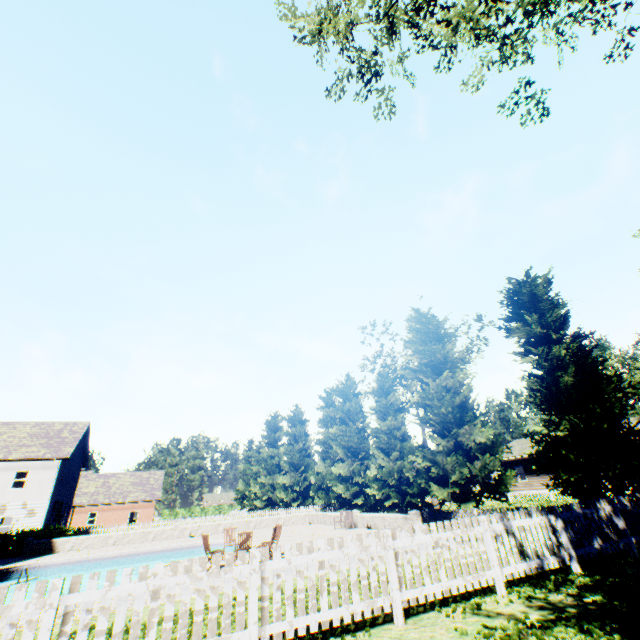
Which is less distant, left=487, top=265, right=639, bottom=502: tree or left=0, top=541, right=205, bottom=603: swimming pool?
left=487, top=265, right=639, bottom=502: tree

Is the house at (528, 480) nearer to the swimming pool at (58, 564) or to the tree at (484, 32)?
the tree at (484, 32)

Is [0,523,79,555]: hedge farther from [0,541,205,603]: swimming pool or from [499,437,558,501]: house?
[499,437,558,501]: house

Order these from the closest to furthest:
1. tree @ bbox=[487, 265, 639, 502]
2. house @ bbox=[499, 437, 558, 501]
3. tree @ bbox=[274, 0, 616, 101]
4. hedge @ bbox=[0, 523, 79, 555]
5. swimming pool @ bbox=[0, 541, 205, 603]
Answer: tree @ bbox=[274, 0, 616, 101]
tree @ bbox=[487, 265, 639, 502]
swimming pool @ bbox=[0, 541, 205, 603]
hedge @ bbox=[0, 523, 79, 555]
house @ bbox=[499, 437, 558, 501]

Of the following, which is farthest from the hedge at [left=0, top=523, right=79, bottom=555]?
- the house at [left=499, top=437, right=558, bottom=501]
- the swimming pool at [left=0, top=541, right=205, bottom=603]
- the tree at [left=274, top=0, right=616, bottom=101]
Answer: the house at [left=499, top=437, right=558, bottom=501]

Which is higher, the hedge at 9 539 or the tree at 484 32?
the tree at 484 32

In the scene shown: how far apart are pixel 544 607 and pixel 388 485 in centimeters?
1764cm
